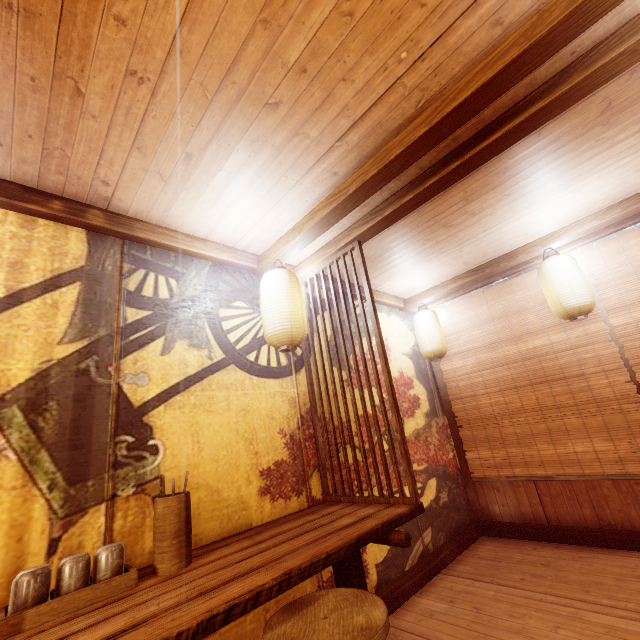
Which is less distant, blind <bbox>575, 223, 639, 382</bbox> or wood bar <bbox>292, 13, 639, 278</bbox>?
wood bar <bbox>292, 13, 639, 278</bbox>

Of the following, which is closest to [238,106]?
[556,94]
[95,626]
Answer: [556,94]

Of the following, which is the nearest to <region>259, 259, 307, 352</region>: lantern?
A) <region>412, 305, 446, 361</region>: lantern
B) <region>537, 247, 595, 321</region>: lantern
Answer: <region>412, 305, 446, 361</region>: lantern

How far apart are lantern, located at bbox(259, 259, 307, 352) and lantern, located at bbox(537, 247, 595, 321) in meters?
4.4 m

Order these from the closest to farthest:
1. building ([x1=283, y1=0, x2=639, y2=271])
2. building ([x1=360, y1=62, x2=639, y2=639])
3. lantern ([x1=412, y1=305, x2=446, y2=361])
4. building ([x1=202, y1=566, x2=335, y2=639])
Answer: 1. building ([x1=283, y1=0, x2=639, y2=271])
2. building ([x1=202, y1=566, x2=335, y2=639])
3. building ([x1=360, y1=62, x2=639, y2=639])
4. lantern ([x1=412, y1=305, x2=446, y2=361])

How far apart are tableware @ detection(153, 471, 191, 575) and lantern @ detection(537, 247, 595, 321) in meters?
6.2 m

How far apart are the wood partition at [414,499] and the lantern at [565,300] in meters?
3.5

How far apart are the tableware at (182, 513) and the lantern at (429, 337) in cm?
552
